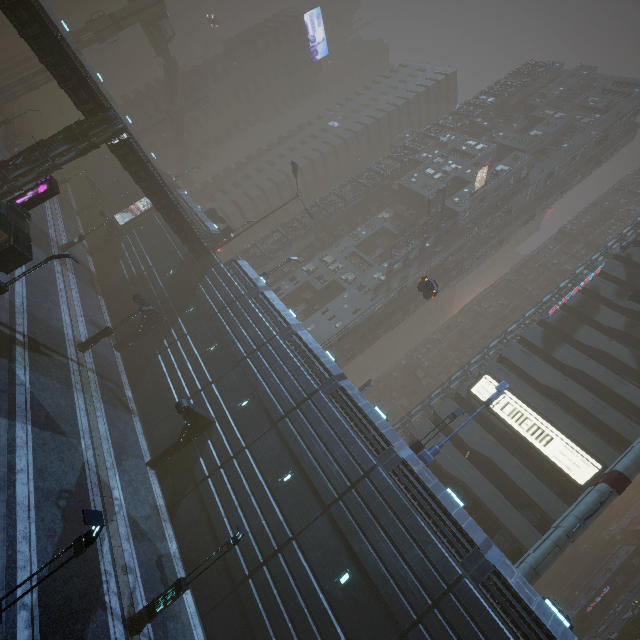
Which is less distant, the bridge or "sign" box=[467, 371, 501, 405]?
"sign" box=[467, 371, 501, 405]

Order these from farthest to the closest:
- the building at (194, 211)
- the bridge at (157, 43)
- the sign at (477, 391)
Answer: the bridge at (157, 43), the building at (194, 211), the sign at (477, 391)

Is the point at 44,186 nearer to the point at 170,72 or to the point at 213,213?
the point at 213,213

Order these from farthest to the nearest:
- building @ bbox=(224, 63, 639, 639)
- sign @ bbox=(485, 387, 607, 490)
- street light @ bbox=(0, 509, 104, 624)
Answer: sign @ bbox=(485, 387, 607, 490) < building @ bbox=(224, 63, 639, 639) < street light @ bbox=(0, 509, 104, 624)

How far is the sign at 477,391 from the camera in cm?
2942

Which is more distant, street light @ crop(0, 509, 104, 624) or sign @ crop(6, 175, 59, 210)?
sign @ crop(6, 175, 59, 210)

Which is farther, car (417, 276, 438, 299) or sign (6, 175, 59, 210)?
car (417, 276, 438, 299)

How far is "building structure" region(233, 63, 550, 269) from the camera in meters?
50.4
